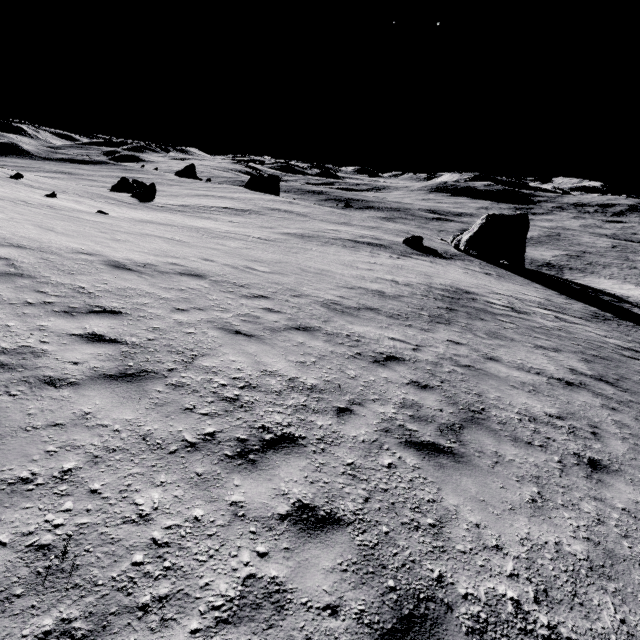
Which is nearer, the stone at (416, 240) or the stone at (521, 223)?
the stone at (416, 240)

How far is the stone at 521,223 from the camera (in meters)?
37.81

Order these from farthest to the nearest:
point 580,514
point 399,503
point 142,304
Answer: point 142,304
point 580,514
point 399,503

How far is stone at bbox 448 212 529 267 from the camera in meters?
37.8 m

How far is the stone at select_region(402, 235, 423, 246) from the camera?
37.0m

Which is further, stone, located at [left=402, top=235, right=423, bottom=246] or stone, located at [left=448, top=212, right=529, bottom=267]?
stone, located at [left=448, top=212, right=529, bottom=267]
